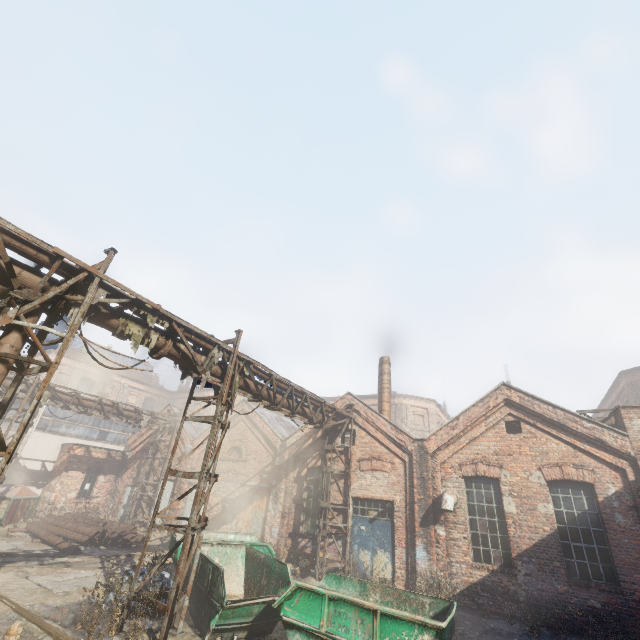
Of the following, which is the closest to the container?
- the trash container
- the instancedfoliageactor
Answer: the instancedfoliageactor

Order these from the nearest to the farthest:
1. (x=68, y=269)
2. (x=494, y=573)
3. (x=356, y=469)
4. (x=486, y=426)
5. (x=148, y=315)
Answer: (x=68, y=269) < (x=148, y=315) < (x=494, y=573) < (x=486, y=426) < (x=356, y=469)

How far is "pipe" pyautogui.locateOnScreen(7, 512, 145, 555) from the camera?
13.50m

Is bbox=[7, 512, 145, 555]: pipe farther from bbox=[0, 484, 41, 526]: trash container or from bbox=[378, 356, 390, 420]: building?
bbox=[378, 356, 390, 420]: building

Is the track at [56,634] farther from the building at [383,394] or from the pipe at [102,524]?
the building at [383,394]

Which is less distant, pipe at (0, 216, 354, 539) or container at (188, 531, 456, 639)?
pipe at (0, 216, 354, 539)

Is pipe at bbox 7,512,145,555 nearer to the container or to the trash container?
the trash container

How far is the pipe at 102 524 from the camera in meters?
13.5 m
